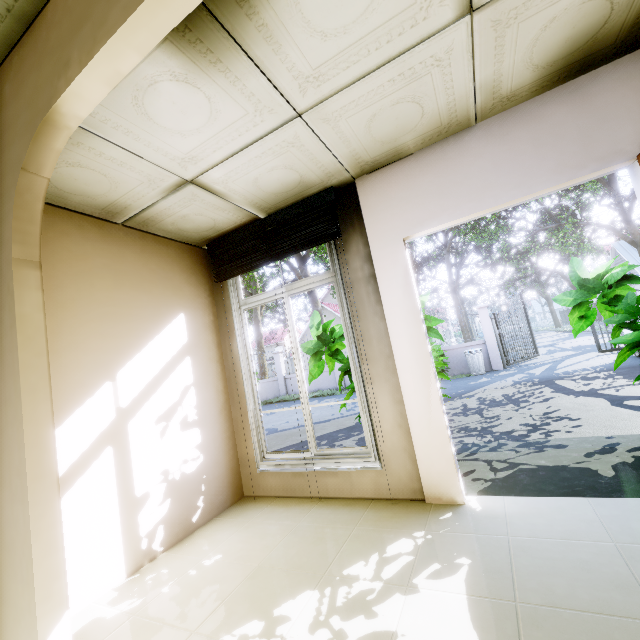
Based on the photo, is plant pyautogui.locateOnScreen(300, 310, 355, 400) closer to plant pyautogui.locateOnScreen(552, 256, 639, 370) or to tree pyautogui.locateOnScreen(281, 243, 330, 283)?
plant pyautogui.locateOnScreen(552, 256, 639, 370)

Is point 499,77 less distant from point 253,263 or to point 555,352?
point 253,263

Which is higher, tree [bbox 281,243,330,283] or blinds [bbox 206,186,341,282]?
tree [bbox 281,243,330,283]

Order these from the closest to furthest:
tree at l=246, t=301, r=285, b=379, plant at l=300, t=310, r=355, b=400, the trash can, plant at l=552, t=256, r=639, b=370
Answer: plant at l=552, t=256, r=639, b=370
plant at l=300, t=310, r=355, b=400
the trash can
tree at l=246, t=301, r=285, b=379

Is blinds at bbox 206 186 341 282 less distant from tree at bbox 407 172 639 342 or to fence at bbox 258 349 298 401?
tree at bbox 407 172 639 342

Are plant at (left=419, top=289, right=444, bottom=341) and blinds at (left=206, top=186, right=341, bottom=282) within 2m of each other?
yes

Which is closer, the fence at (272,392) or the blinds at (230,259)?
the blinds at (230,259)

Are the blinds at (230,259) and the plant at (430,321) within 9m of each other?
yes
